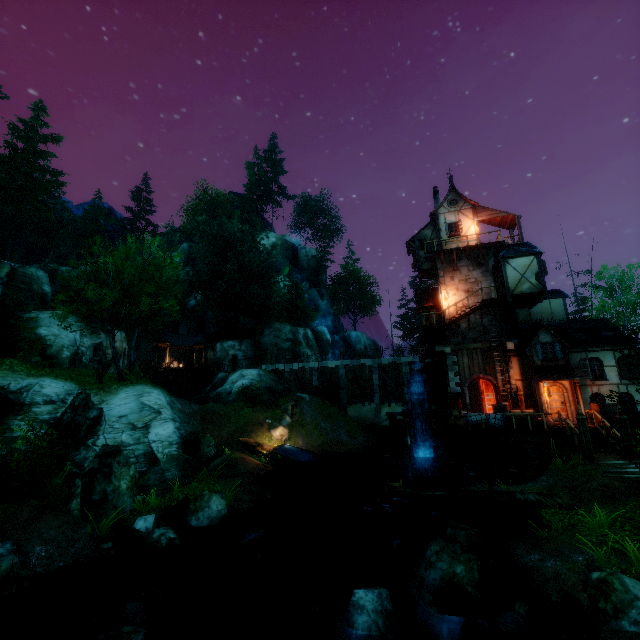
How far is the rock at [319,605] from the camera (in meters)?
9.34

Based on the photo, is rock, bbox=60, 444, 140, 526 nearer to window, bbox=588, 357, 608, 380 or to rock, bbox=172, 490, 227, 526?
rock, bbox=172, 490, 227, 526

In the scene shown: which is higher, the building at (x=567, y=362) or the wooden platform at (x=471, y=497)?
the building at (x=567, y=362)

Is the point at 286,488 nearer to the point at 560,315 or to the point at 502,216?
the point at 560,315

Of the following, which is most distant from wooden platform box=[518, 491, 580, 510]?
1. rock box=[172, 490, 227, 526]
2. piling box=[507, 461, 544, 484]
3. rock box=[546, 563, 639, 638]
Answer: rock box=[172, 490, 227, 526]

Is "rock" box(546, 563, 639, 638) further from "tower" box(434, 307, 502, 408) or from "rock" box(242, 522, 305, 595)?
"tower" box(434, 307, 502, 408)

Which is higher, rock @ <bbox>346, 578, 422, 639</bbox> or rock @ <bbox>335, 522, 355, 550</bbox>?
rock @ <bbox>346, 578, 422, 639</bbox>

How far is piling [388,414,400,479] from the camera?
23.5m
